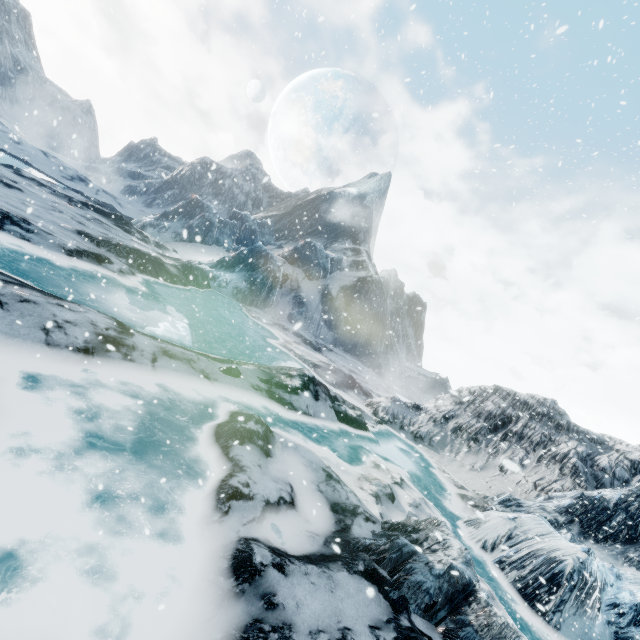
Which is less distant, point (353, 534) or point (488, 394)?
point (353, 534)
